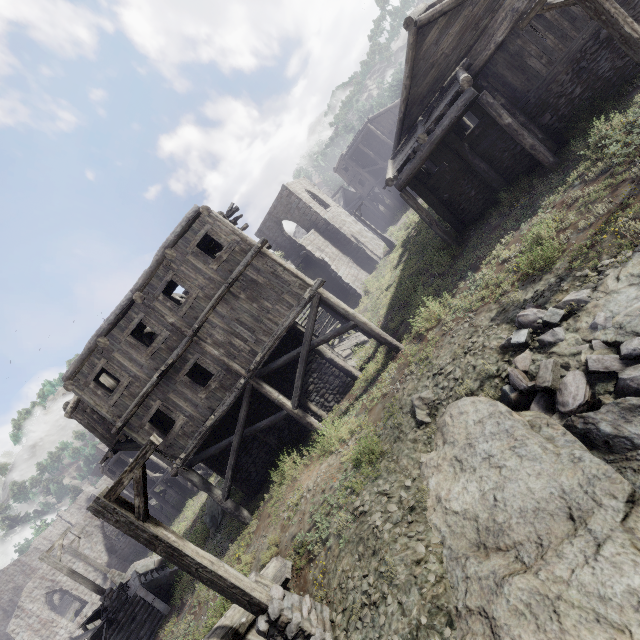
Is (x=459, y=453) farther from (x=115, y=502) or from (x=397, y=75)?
(x=397, y=75)

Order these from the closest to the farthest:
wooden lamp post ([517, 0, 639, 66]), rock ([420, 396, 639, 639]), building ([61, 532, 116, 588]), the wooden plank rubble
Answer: rock ([420, 396, 639, 639]) < wooden lamp post ([517, 0, 639, 66]) < the wooden plank rubble < building ([61, 532, 116, 588])

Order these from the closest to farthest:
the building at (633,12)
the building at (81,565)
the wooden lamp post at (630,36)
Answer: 1. the wooden lamp post at (630,36)
2. the building at (633,12)
3. the building at (81,565)

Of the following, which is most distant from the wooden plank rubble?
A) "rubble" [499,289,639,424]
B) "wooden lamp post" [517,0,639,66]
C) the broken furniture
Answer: the broken furniture

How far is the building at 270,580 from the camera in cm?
720

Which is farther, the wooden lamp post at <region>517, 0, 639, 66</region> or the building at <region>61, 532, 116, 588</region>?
the building at <region>61, 532, 116, 588</region>

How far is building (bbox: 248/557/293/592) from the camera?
7.20m
